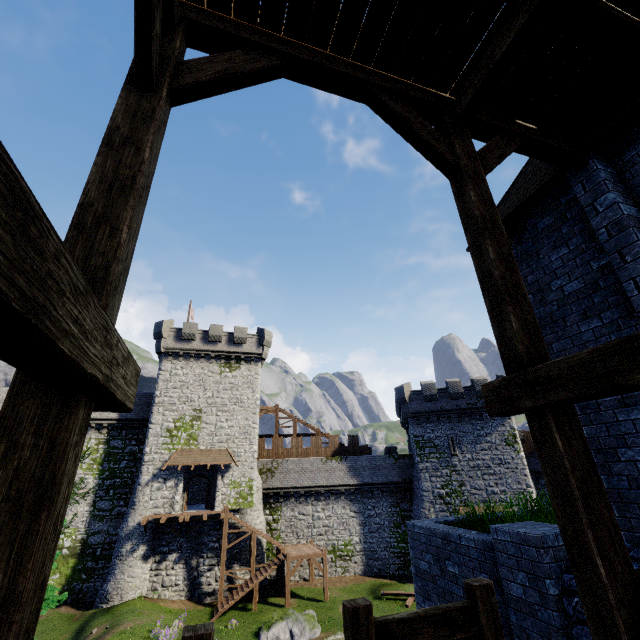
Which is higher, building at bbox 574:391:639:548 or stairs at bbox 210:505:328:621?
building at bbox 574:391:639:548

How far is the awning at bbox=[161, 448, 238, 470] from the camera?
27.7 meters

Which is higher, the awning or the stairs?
the awning

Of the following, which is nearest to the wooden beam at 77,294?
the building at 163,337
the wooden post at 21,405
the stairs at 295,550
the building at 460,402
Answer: the wooden post at 21,405

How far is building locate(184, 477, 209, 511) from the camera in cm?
2963

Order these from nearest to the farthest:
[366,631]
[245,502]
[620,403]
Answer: [366,631] < [620,403] < [245,502]

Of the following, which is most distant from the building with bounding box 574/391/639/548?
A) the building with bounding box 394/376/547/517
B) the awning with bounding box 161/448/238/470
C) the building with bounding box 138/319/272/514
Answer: the building with bounding box 138/319/272/514

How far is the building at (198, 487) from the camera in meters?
29.6
